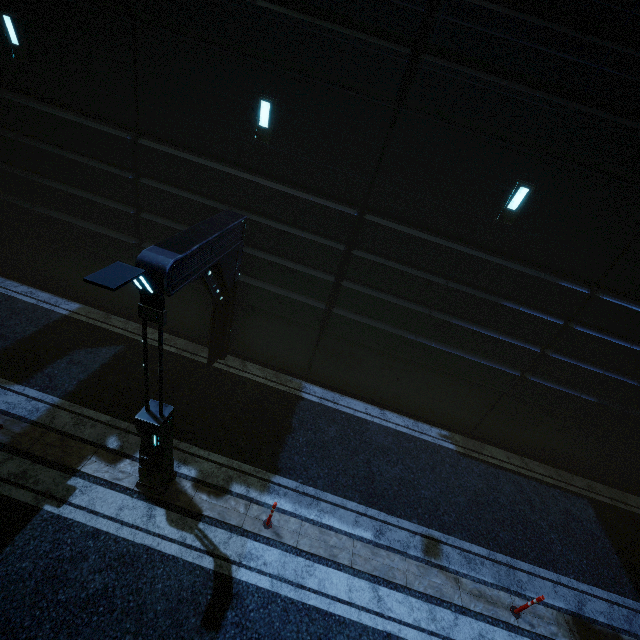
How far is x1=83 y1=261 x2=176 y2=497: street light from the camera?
3.6m

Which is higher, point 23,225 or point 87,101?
point 87,101

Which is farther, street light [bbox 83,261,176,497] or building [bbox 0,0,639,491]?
building [bbox 0,0,639,491]

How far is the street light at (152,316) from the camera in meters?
3.6

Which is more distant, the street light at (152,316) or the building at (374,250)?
the building at (374,250)
